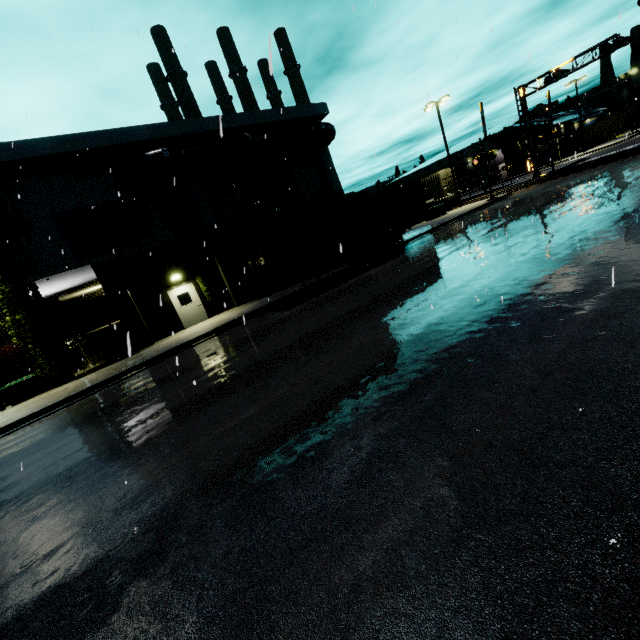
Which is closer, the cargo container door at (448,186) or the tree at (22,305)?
the tree at (22,305)

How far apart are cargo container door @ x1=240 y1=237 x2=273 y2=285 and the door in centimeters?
521cm

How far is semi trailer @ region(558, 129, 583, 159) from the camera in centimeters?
5362cm

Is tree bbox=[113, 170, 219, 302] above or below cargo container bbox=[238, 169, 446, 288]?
above

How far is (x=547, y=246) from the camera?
9.43m

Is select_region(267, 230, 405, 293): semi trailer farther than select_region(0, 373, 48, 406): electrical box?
Yes

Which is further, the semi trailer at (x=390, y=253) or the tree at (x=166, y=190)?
the tree at (x=166, y=190)

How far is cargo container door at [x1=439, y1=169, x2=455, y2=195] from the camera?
33.53m
